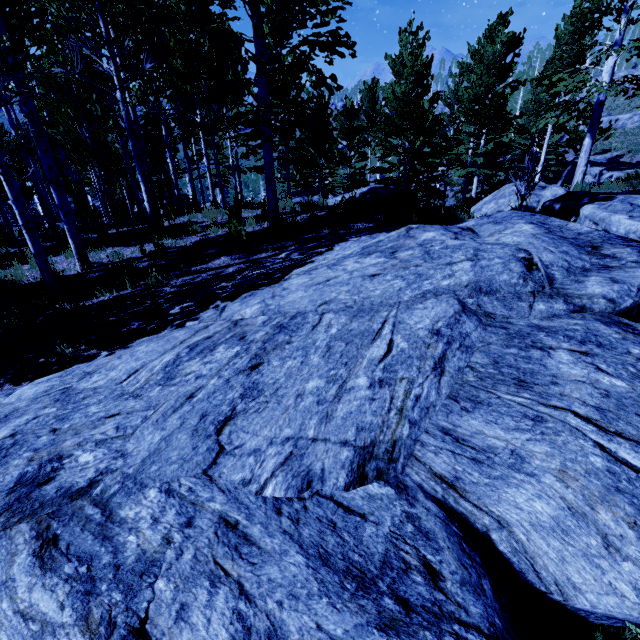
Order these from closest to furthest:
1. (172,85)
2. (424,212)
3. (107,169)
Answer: (424,212), (107,169), (172,85)

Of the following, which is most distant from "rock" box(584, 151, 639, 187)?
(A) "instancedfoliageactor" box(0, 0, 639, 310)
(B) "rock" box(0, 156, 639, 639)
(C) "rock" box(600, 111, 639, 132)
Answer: (B) "rock" box(0, 156, 639, 639)

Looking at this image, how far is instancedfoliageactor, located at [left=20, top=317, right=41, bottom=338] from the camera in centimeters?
466cm

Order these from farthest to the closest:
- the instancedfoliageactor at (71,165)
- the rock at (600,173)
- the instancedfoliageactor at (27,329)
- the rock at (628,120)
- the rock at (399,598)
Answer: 1. the rock at (628,120)
2. the rock at (600,173)
3. the instancedfoliageactor at (71,165)
4. the instancedfoliageactor at (27,329)
5. the rock at (399,598)

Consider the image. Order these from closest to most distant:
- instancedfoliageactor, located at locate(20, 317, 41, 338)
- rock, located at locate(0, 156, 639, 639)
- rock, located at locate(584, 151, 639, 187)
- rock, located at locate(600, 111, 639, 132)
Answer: rock, located at locate(0, 156, 639, 639)
instancedfoliageactor, located at locate(20, 317, 41, 338)
rock, located at locate(584, 151, 639, 187)
rock, located at locate(600, 111, 639, 132)

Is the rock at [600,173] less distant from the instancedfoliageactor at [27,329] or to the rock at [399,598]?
the instancedfoliageactor at [27,329]

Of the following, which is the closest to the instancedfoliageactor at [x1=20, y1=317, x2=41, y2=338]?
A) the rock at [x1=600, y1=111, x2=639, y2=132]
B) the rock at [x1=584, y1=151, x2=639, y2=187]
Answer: the rock at [x1=584, y1=151, x2=639, y2=187]
